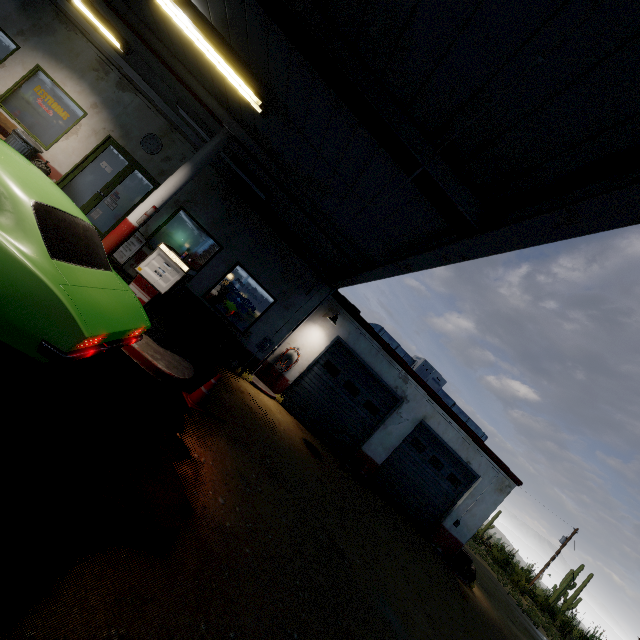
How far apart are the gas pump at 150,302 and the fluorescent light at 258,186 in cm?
278

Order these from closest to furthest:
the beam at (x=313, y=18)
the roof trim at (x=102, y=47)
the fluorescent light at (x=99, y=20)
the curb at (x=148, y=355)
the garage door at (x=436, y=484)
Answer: the beam at (x=313, y=18) < the curb at (x=148, y=355) < the fluorescent light at (x=99, y=20) < the roof trim at (x=102, y=47) < the garage door at (x=436, y=484)

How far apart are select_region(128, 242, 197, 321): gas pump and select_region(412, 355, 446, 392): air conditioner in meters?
9.5

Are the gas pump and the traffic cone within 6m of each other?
yes

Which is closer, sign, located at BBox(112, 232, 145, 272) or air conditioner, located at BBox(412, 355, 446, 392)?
sign, located at BBox(112, 232, 145, 272)

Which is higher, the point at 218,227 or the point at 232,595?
the point at 218,227

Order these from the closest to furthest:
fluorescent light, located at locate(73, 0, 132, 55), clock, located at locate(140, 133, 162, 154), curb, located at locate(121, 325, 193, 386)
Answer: curb, located at locate(121, 325, 193, 386) → fluorescent light, located at locate(73, 0, 132, 55) → clock, located at locate(140, 133, 162, 154)

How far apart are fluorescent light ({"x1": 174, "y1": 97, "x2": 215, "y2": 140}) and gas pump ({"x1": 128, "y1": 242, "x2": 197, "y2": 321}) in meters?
2.8 m
